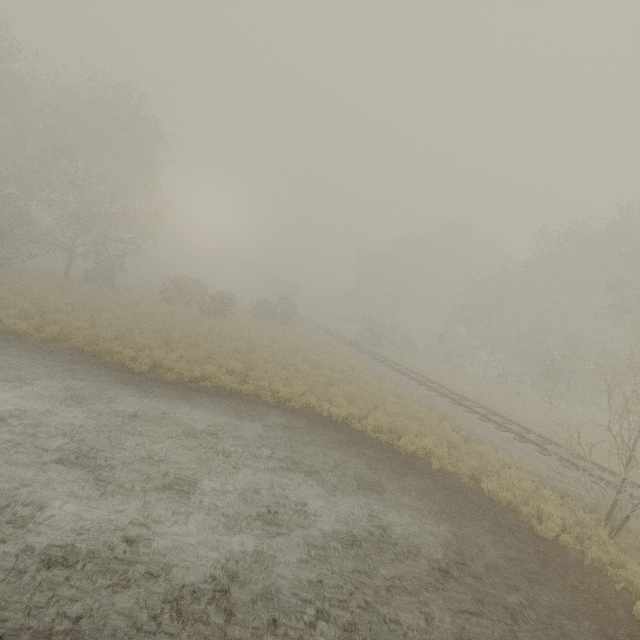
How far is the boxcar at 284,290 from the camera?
56.72m

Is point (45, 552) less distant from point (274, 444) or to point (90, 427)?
point (90, 427)

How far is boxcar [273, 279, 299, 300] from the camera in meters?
56.7
